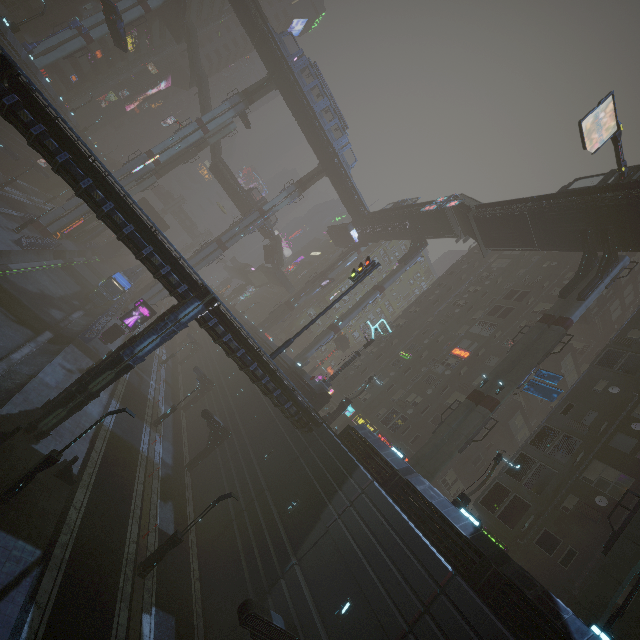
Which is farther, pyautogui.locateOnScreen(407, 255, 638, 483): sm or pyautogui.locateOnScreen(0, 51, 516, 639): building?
pyautogui.locateOnScreen(407, 255, 638, 483): sm

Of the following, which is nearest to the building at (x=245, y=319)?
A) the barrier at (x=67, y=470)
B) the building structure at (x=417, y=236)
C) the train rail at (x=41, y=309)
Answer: the train rail at (x=41, y=309)

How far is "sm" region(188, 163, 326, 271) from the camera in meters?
53.1 m

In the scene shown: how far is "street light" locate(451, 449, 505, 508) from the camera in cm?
1867

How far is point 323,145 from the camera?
52.2 meters

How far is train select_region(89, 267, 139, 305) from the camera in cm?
4290

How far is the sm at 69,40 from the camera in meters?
40.5

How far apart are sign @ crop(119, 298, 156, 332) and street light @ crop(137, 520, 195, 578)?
24.5 meters
